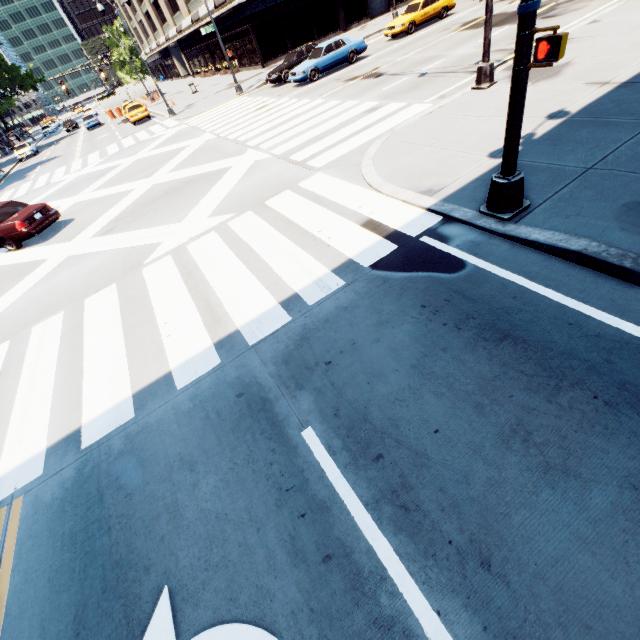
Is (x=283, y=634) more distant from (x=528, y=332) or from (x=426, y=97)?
(x=426, y=97)

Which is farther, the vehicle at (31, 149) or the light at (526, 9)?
the vehicle at (31, 149)

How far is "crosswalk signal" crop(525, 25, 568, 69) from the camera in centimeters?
368cm

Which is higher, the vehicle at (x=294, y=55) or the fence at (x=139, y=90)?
the fence at (x=139, y=90)

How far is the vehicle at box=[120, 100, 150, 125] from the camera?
29.4 meters

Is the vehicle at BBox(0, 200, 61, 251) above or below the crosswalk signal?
below

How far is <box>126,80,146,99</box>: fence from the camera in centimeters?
4356cm

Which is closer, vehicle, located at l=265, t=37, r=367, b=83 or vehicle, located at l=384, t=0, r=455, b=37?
vehicle, located at l=265, t=37, r=367, b=83
